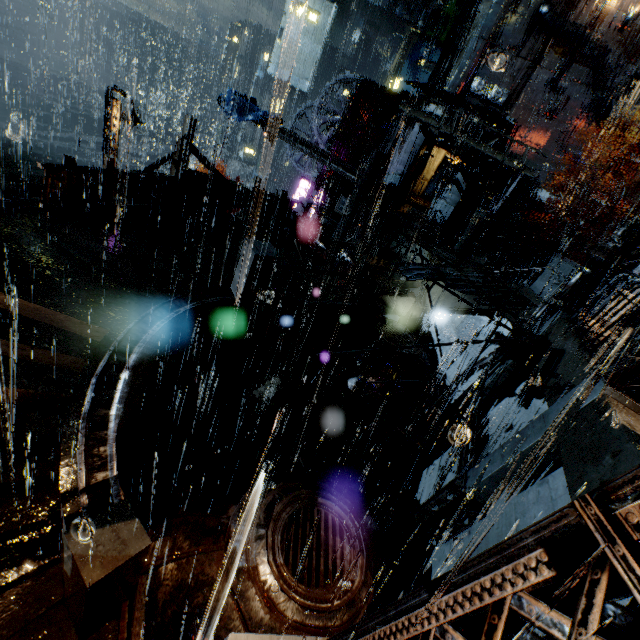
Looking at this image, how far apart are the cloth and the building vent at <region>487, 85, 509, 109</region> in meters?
28.9

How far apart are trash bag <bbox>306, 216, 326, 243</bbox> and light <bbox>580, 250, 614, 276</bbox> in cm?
1022

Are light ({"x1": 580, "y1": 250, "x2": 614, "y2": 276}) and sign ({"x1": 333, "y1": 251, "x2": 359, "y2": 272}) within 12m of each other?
yes

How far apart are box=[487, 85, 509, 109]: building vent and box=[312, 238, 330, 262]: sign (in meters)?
39.80

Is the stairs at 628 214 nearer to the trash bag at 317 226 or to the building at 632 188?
the building at 632 188

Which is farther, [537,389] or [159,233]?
[159,233]

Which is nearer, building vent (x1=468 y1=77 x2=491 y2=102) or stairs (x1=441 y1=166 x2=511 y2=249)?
stairs (x1=441 y1=166 x2=511 y2=249)

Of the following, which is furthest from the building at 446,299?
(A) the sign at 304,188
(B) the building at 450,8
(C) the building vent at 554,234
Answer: (B) the building at 450,8
